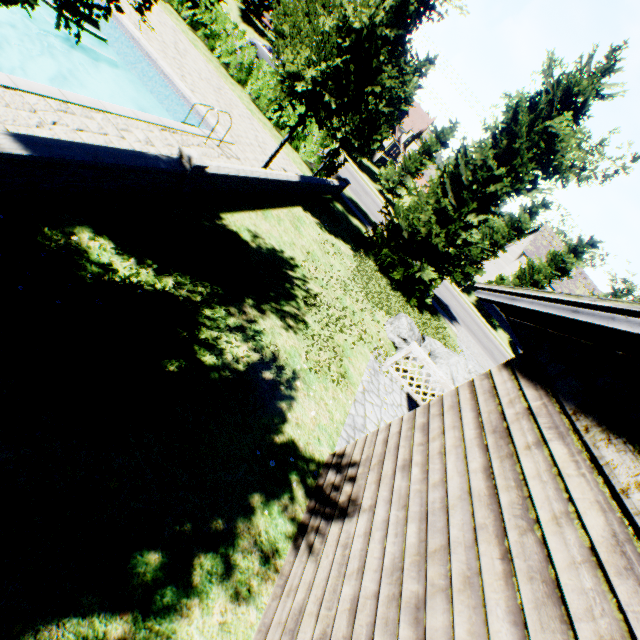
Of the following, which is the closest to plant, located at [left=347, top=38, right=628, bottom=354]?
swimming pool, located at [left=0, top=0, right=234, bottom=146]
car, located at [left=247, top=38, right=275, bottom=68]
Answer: swimming pool, located at [left=0, top=0, right=234, bottom=146]

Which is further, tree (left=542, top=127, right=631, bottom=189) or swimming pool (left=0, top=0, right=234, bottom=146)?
tree (left=542, top=127, right=631, bottom=189)

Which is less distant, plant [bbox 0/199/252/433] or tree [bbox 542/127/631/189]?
plant [bbox 0/199/252/433]

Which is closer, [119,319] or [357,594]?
[357,594]

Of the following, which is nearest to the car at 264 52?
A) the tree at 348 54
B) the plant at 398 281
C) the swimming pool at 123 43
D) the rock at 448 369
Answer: the tree at 348 54

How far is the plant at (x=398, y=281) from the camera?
10.6m

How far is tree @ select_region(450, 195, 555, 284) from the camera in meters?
29.6 m
